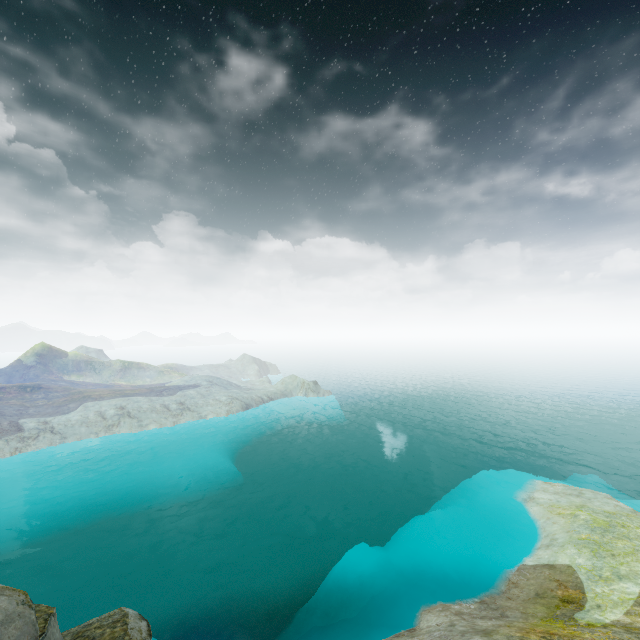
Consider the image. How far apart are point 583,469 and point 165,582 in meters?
58.6 m
